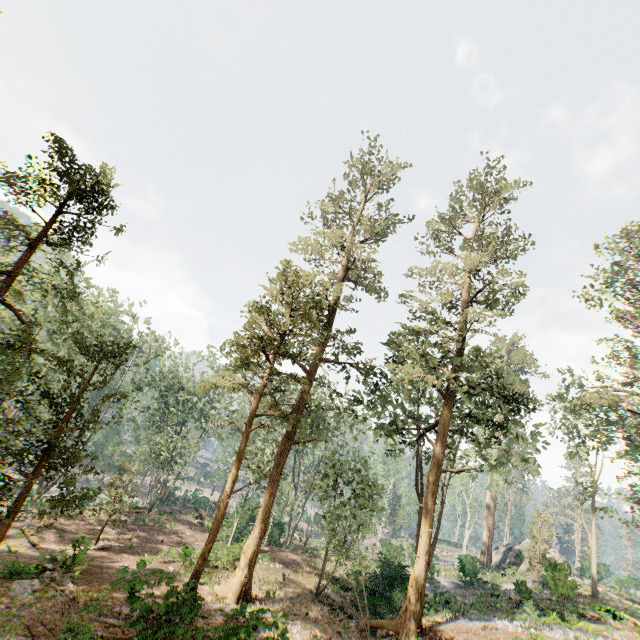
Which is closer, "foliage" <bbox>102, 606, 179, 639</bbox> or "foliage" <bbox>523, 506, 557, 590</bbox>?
"foliage" <bbox>102, 606, 179, 639</bbox>

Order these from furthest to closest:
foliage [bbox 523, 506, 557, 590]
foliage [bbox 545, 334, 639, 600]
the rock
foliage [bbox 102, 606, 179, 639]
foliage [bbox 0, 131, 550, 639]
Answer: the rock
foliage [bbox 523, 506, 557, 590]
foliage [bbox 545, 334, 639, 600]
foliage [bbox 0, 131, 550, 639]
foliage [bbox 102, 606, 179, 639]

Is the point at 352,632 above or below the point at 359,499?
below

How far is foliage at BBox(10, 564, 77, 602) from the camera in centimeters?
1280cm

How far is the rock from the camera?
38.2 meters

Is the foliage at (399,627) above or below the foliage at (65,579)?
above

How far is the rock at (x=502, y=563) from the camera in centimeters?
3817cm
